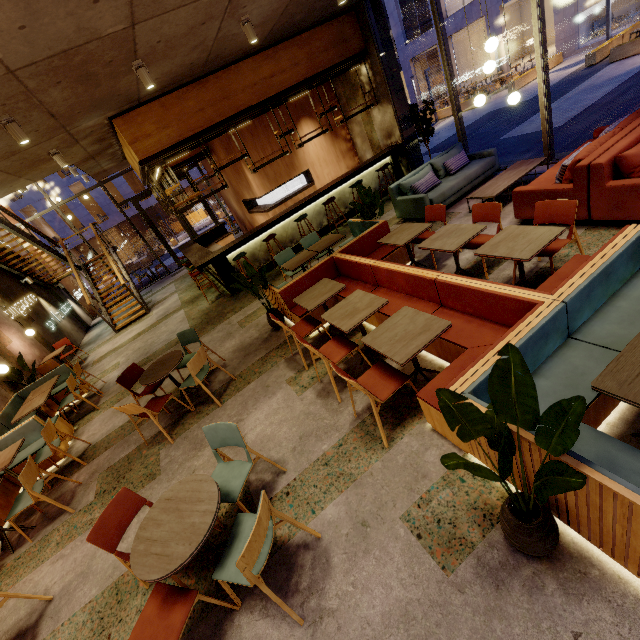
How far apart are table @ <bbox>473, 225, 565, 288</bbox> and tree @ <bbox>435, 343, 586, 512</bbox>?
1.9m

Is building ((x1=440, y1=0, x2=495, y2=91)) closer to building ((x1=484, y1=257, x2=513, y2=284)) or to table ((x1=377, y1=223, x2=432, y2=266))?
building ((x1=484, y1=257, x2=513, y2=284))

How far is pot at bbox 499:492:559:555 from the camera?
1.88m

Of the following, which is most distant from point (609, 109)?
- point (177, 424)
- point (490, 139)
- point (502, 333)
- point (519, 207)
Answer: point (177, 424)

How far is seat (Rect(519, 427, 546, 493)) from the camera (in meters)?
1.81

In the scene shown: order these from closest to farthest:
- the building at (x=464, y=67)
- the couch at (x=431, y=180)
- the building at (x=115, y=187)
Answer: the couch at (x=431, y=180)
the building at (x=464, y=67)
the building at (x=115, y=187)

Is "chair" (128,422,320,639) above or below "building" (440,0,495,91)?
below

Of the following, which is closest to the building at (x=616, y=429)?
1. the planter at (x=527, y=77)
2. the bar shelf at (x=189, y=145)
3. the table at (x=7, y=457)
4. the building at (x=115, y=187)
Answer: the bar shelf at (x=189, y=145)
